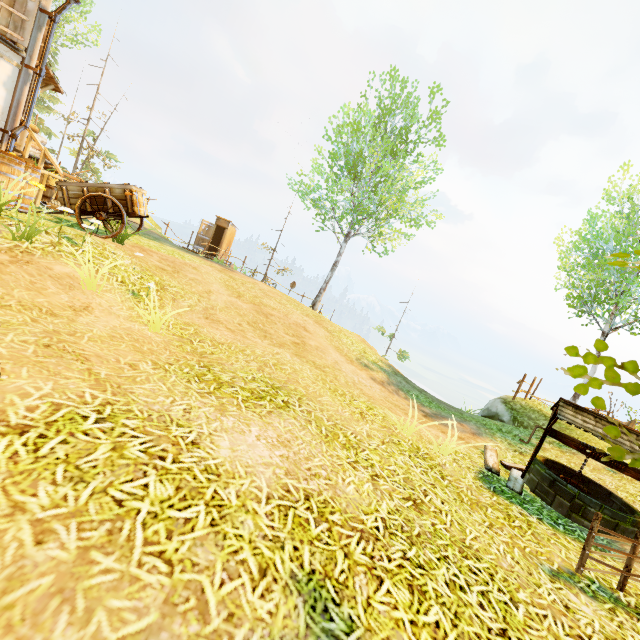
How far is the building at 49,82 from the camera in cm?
1093

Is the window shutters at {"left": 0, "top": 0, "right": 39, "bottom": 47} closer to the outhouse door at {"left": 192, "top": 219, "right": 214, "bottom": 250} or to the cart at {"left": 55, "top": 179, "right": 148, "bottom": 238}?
the cart at {"left": 55, "top": 179, "right": 148, "bottom": 238}

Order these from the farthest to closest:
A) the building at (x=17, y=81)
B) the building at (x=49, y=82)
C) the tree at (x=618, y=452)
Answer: the building at (x=49, y=82) < the building at (x=17, y=81) < the tree at (x=618, y=452)

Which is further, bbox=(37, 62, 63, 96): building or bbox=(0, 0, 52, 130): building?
bbox=(37, 62, 63, 96): building

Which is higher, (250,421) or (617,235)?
(617,235)

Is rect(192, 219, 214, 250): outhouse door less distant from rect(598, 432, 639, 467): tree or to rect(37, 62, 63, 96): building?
rect(37, 62, 63, 96): building

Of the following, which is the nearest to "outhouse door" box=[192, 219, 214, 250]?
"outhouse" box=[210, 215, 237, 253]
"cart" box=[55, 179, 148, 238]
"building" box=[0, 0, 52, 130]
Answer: "outhouse" box=[210, 215, 237, 253]

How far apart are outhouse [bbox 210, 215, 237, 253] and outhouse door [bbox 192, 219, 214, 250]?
0.0 meters
